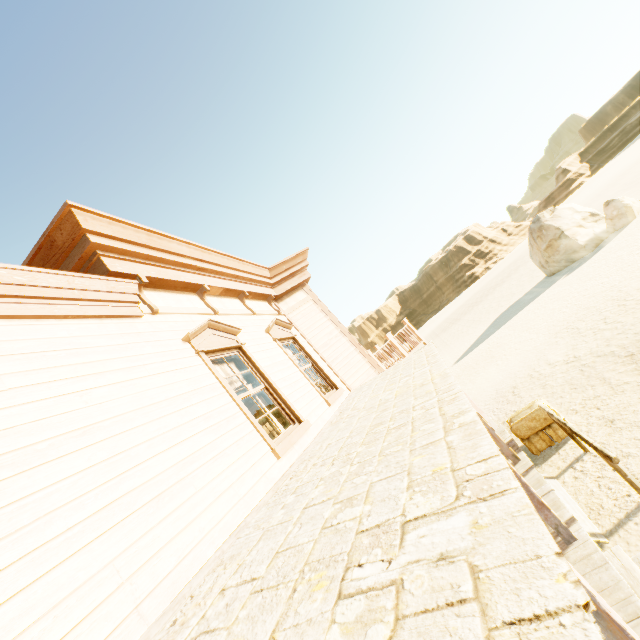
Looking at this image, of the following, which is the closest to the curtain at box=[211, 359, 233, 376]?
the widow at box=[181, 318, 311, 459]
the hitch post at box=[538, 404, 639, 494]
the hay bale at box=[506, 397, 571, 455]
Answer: the widow at box=[181, 318, 311, 459]

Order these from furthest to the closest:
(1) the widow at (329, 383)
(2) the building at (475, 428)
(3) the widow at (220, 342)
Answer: (1) the widow at (329, 383) → (3) the widow at (220, 342) → (2) the building at (475, 428)

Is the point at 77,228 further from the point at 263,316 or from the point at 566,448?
the point at 566,448

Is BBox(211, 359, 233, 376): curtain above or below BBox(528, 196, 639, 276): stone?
above

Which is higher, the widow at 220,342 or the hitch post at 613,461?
the widow at 220,342

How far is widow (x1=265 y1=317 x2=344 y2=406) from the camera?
6.8 meters

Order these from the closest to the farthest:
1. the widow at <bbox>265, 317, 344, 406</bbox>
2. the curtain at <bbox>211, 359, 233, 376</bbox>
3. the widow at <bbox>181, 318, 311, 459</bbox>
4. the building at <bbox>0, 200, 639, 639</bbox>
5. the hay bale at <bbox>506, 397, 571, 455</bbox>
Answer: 1. the building at <bbox>0, 200, 639, 639</bbox>
2. the widow at <bbox>181, 318, 311, 459</bbox>
3. the curtain at <bbox>211, 359, 233, 376</bbox>
4. the widow at <bbox>265, 317, 344, 406</bbox>
5. the hay bale at <bbox>506, 397, 571, 455</bbox>

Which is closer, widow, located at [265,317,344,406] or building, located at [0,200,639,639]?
building, located at [0,200,639,639]
